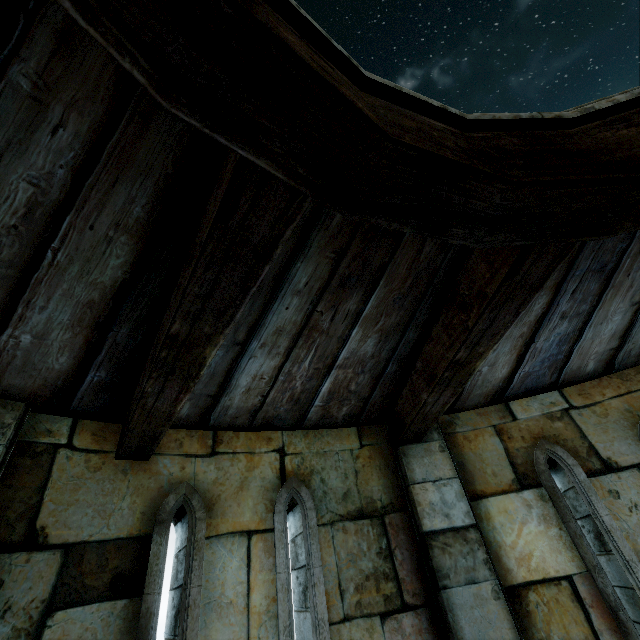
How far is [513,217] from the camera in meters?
1.1 m
